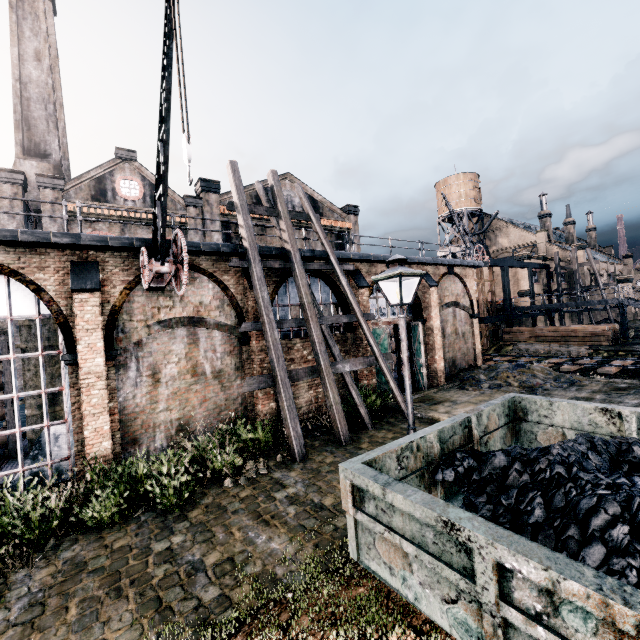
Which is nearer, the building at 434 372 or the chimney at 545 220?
the building at 434 372

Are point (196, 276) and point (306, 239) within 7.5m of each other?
yes

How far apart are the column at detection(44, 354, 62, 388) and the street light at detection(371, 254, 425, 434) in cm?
1549

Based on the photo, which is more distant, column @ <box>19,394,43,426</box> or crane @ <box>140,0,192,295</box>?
column @ <box>19,394,43,426</box>

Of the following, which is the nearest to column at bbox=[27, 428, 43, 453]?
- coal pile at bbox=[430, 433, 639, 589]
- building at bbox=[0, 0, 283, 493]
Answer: building at bbox=[0, 0, 283, 493]

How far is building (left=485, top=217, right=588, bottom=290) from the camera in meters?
44.1

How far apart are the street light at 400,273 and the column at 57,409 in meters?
15.5 m

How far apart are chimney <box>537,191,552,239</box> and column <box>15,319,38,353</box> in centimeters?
6439cm
